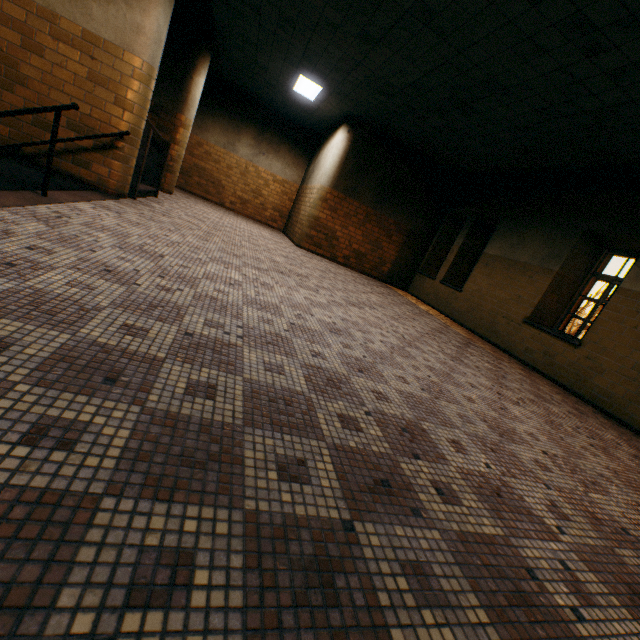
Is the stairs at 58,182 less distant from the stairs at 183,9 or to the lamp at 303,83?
the stairs at 183,9

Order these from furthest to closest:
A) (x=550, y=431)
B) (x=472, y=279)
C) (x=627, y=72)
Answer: (x=472, y=279), (x=627, y=72), (x=550, y=431)

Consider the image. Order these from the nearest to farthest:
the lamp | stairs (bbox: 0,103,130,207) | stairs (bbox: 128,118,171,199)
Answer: stairs (bbox: 0,103,130,207), stairs (bbox: 128,118,171,199), the lamp

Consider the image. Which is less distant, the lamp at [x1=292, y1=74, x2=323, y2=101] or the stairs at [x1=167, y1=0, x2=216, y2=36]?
the stairs at [x1=167, y1=0, x2=216, y2=36]

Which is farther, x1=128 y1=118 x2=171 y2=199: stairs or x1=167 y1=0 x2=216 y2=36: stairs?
x1=167 y1=0 x2=216 y2=36: stairs

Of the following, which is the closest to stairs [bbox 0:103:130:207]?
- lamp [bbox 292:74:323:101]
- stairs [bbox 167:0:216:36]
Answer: stairs [bbox 167:0:216:36]

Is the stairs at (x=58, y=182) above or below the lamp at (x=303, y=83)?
below

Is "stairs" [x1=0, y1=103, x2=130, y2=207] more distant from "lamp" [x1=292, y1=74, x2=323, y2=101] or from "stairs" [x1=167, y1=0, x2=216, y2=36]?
"lamp" [x1=292, y1=74, x2=323, y2=101]
